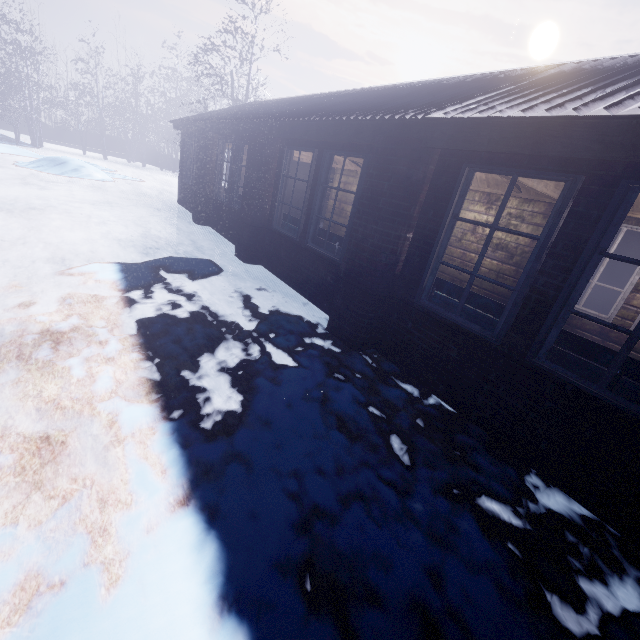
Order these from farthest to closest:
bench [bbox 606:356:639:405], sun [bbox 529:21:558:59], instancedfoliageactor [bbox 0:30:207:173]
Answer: sun [bbox 529:21:558:59] → instancedfoliageactor [bbox 0:30:207:173] → bench [bbox 606:356:639:405]

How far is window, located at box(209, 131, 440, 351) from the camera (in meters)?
3.07

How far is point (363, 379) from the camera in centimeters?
310cm

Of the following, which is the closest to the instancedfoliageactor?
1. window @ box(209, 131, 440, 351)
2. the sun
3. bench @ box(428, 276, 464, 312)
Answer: window @ box(209, 131, 440, 351)

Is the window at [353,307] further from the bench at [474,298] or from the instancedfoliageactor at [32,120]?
the instancedfoliageactor at [32,120]

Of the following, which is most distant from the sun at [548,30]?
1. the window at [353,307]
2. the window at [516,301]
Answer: the window at [516,301]

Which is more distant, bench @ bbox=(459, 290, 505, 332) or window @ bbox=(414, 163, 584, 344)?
bench @ bbox=(459, 290, 505, 332)

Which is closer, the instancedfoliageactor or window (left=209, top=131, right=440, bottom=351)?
window (left=209, top=131, right=440, bottom=351)
